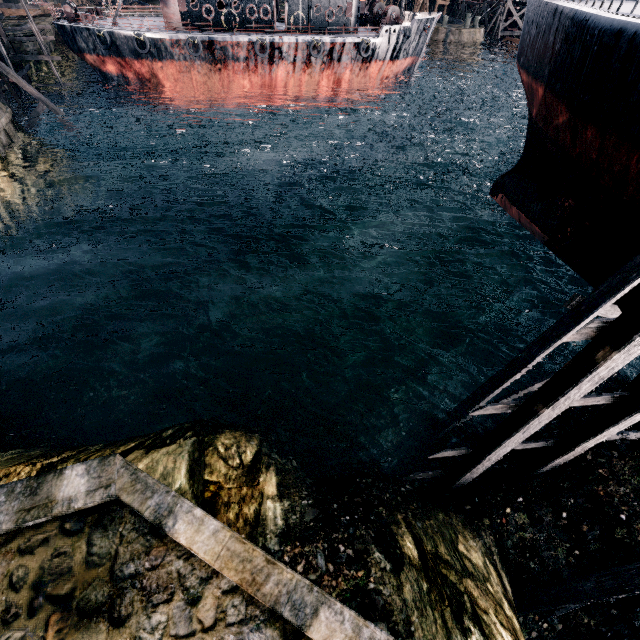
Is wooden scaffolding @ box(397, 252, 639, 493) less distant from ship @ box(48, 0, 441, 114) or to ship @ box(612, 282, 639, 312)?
ship @ box(612, 282, 639, 312)

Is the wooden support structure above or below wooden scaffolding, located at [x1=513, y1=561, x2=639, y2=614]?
above

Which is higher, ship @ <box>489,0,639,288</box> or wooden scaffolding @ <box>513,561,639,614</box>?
ship @ <box>489,0,639,288</box>

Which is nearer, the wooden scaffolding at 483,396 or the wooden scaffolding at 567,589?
the wooden scaffolding at 483,396

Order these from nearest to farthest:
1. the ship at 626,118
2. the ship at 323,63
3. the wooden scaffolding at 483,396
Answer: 1. the wooden scaffolding at 483,396
2. the ship at 626,118
3. the ship at 323,63

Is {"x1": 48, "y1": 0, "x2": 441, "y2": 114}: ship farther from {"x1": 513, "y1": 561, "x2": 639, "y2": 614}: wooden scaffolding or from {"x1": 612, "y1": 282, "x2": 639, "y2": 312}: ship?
{"x1": 513, "y1": 561, "x2": 639, "y2": 614}: wooden scaffolding

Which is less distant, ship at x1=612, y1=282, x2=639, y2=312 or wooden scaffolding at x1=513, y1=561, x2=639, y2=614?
wooden scaffolding at x1=513, y1=561, x2=639, y2=614

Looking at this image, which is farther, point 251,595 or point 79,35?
point 79,35
